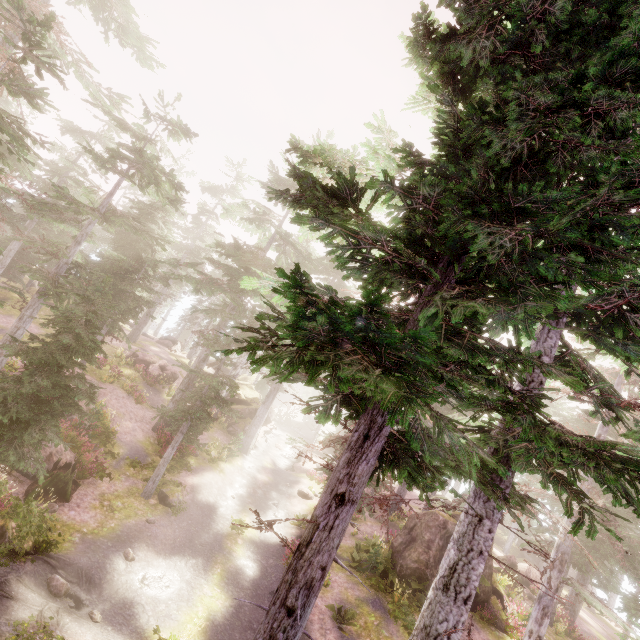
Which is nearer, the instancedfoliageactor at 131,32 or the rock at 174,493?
the rock at 174,493

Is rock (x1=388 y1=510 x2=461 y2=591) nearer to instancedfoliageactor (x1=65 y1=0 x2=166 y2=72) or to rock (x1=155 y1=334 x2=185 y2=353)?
instancedfoliageactor (x1=65 y1=0 x2=166 y2=72)

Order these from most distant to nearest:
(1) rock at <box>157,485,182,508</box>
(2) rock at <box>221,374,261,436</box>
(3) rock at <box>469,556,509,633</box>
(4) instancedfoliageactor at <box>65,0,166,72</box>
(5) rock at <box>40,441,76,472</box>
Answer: (2) rock at <box>221,374,261,436</box> → (4) instancedfoliageactor at <box>65,0,166,72</box> → (3) rock at <box>469,556,509,633</box> → (1) rock at <box>157,485,182,508</box> → (5) rock at <box>40,441,76,472</box>

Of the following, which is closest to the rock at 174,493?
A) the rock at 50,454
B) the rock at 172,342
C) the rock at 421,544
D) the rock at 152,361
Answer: the rock at 50,454

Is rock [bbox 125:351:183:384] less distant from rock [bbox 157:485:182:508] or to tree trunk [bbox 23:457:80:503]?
rock [bbox 157:485:182:508]

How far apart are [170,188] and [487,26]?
15.8m

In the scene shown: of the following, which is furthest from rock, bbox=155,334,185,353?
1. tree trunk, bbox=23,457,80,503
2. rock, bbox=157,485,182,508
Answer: tree trunk, bbox=23,457,80,503

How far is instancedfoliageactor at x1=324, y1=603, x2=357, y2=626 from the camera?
13.8 meters
